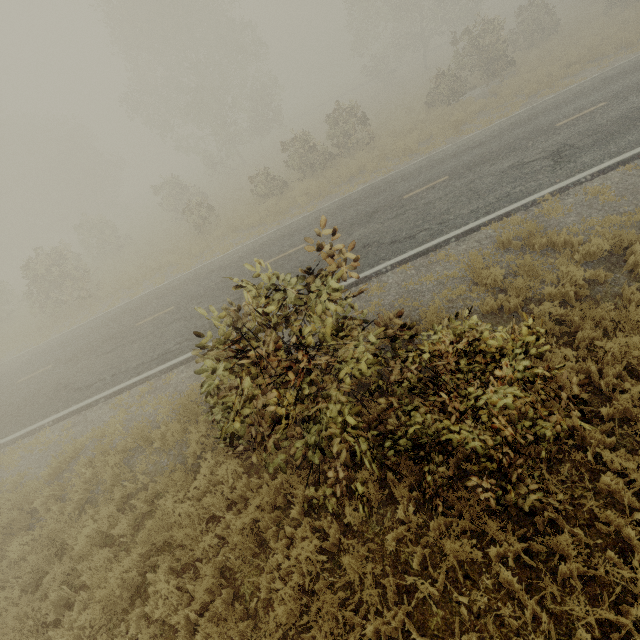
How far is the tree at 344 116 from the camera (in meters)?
18.95

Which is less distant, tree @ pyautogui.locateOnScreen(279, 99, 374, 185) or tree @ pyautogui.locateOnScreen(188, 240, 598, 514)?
tree @ pyautogui.locateOnScreen(188, 240, 598, 514)

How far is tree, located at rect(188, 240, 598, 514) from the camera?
3.39m

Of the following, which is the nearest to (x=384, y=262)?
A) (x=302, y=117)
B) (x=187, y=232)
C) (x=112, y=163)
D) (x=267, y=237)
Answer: (x=267, y=237)

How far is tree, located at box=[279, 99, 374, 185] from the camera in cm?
1895

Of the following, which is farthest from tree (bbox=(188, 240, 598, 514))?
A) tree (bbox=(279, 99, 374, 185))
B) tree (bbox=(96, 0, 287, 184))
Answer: tree (bbox=(96, 0, 287, 184))

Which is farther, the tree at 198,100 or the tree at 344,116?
the tree at 198,100

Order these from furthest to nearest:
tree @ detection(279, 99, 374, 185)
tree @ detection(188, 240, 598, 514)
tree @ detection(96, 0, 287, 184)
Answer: tree @ detection(96, 0, 287, 184) → tree @ detection(279, 99, 374, 185) → tree @ detection(188, 240, 598, 514)
